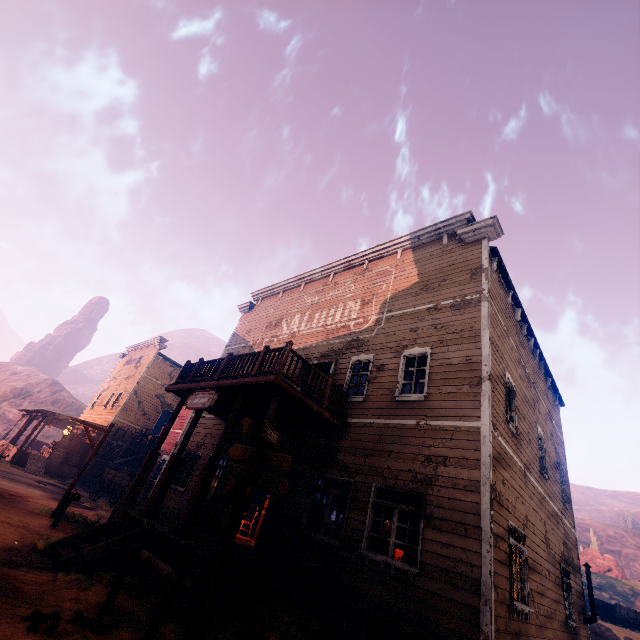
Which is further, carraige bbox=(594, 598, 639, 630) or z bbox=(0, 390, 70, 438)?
z bbox=(0, 390, 70, 438)

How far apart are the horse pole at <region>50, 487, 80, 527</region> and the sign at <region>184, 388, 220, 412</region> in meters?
3.9 m

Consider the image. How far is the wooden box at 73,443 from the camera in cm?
2302

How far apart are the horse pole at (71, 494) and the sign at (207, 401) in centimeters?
393cm

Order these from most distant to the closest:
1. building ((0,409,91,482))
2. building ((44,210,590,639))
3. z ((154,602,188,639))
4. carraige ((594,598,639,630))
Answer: carraige ((594,598,639,630)), building ((0,409,91,482)), building ((44,210,590,639)), z ((154,602,188,639))

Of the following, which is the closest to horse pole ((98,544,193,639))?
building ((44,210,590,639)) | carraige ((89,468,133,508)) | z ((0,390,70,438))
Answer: z ((0,390,70,438))

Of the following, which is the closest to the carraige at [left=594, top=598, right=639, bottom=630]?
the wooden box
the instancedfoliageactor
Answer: the instancedfoliageactor

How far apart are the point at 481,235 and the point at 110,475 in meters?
22.8 m
